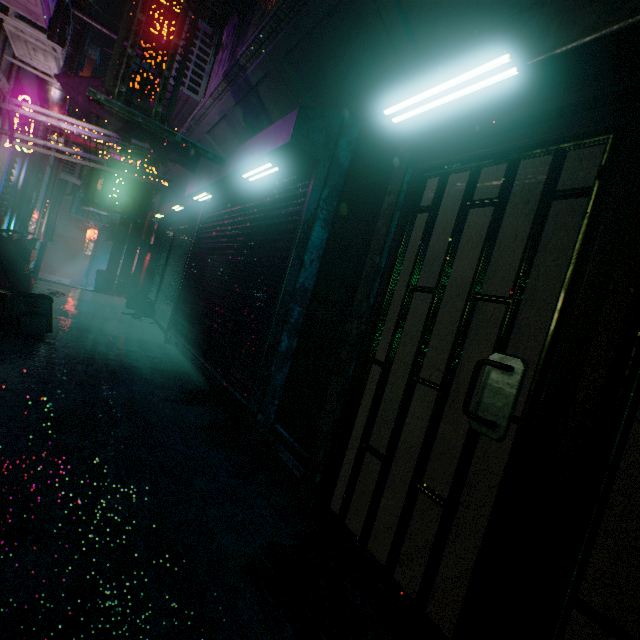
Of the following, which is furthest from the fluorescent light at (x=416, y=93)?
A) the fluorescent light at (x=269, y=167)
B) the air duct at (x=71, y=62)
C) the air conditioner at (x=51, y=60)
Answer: the air conditioner at (x=51, y=60)

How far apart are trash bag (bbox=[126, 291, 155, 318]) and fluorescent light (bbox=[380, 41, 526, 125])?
7.2 meters

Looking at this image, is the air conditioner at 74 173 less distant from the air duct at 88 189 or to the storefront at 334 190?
the air duct at 88 189

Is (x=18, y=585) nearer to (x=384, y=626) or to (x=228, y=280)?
(x=384, y=626)

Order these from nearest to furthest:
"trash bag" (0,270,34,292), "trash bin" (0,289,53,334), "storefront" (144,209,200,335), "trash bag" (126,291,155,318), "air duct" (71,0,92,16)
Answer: "trash bin" (0,289,53,334), "air duct" (71,0,92,16), "trash bag" (0,270,34,292), "storefront" (144,209,200,335), "trash bag" (126,291,155,318)

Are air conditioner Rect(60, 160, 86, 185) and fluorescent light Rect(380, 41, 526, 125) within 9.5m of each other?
no

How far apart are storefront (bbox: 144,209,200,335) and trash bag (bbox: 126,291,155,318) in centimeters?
2cm

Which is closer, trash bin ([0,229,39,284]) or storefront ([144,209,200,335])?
trash bin ([0,229,39,284])
